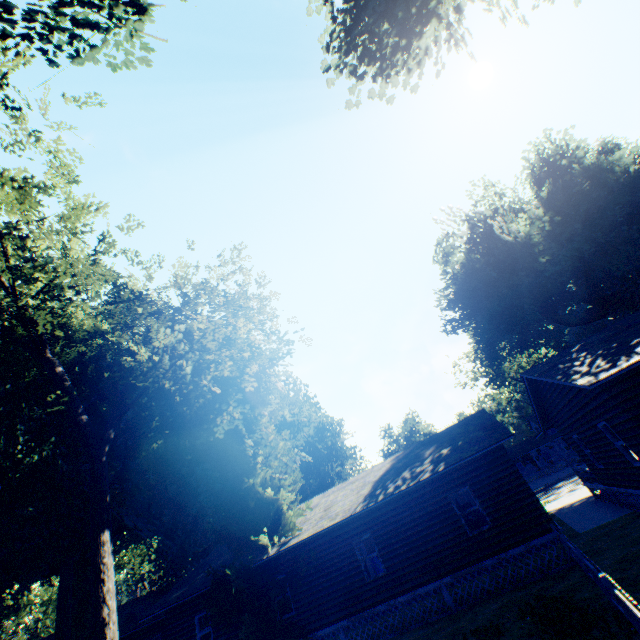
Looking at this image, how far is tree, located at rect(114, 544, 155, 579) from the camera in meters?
43.0 m

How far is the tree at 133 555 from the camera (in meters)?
42.97

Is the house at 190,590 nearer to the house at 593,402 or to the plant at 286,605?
the plant at 286,605

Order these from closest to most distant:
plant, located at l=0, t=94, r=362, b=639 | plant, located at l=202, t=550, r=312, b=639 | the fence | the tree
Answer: the fence < plant, located at l=0, t=94, r=362, b=639 < plant, located at l=202, t=550, r=312, b=639 < the tree

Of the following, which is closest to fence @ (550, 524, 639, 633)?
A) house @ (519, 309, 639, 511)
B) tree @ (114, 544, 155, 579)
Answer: house @ (519, 309, 639, 511)

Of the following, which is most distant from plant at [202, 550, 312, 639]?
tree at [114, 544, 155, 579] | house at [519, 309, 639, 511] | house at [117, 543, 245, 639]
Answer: tree at [114, 544, 155, 579]

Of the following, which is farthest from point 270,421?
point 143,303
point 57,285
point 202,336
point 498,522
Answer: point 57,285

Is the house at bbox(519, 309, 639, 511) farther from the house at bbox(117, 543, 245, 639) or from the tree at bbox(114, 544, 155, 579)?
the tree at bbox(114, 544, 155, 579)
